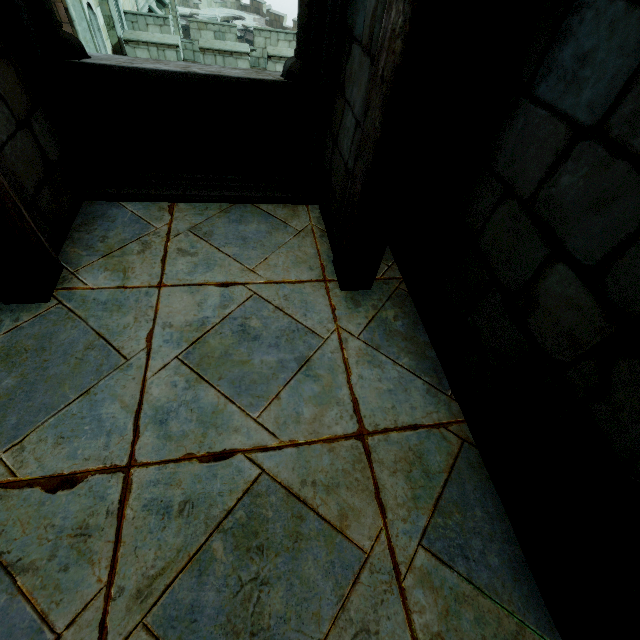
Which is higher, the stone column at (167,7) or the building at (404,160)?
the building at (404,160)

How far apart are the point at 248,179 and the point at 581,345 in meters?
2.8

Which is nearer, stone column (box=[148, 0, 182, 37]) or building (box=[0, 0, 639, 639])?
building (box=[0, 0, 639, 639])

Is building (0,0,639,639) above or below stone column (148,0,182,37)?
above

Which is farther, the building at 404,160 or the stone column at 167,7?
the stone column at 167,7
